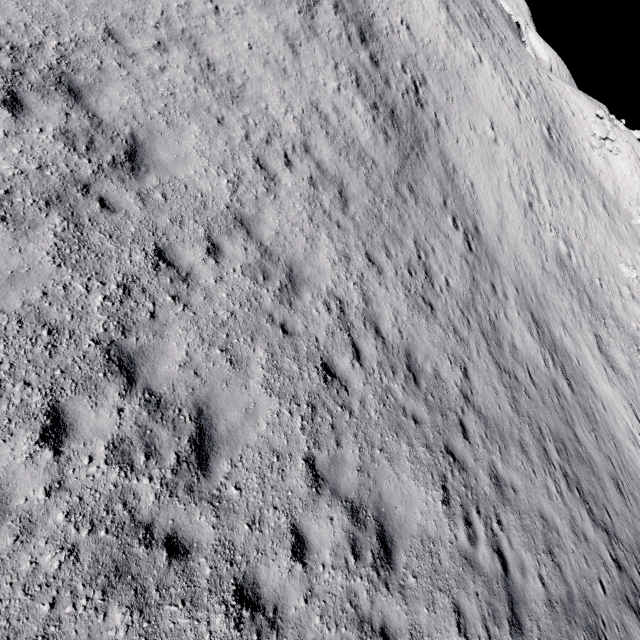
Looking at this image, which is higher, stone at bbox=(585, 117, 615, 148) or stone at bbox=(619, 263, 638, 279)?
stone at bbox=(585, 117, 615, 148)

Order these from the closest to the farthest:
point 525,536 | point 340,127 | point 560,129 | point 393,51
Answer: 1. point 525,536
2. point 340,127
3. point 393,51
4. point 560,129

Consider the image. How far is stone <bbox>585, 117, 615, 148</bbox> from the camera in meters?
32.0

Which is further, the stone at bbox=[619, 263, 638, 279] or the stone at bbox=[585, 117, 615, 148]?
the stone at bbox=[585, 117, 615, 148]

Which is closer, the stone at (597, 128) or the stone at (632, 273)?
the stone at (632, 273)

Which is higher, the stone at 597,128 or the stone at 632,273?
the stone at 597,128
